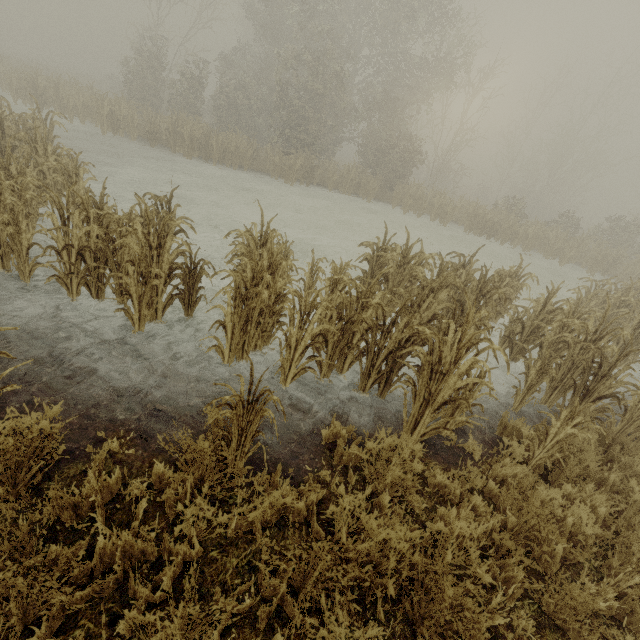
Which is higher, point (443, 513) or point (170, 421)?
point (443, 513)
